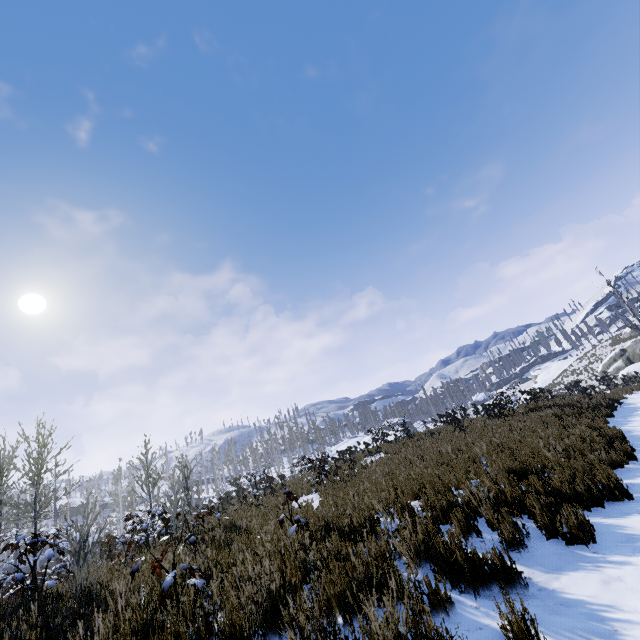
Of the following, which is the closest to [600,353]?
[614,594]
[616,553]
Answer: [616,553]
